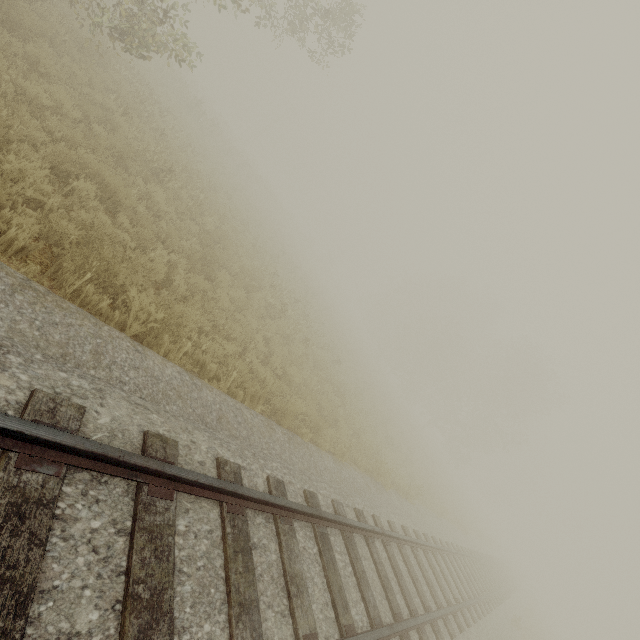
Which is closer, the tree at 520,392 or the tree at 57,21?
the tree at 57,21

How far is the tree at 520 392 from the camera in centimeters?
3522cm

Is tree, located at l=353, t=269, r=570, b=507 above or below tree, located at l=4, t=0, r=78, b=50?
above

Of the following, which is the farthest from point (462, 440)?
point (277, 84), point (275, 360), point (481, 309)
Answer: point (277, 84)

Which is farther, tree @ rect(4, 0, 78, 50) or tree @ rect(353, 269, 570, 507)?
tree @ rect(353, 269, 570, 507)

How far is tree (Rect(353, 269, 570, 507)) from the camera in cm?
3522
